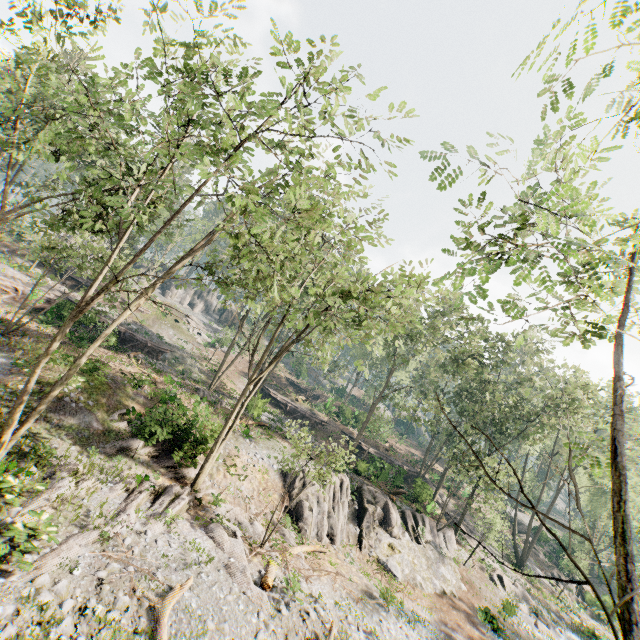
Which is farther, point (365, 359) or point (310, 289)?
point (365, 359)

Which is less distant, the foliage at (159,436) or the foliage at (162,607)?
the foliage at (162,607)

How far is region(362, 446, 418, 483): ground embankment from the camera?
30.4m

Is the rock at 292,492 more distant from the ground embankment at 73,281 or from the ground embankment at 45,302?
the ground embankment at 73,281

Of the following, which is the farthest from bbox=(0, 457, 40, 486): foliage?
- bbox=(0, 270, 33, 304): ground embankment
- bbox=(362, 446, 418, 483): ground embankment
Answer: bbox=(0, 270, 33, 304): ground embankment

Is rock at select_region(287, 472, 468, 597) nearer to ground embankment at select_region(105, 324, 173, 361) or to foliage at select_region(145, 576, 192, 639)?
foliage at select_region(145, 576, 192, 639)

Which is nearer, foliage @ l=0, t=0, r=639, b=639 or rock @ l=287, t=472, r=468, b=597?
foliage @ l=0, t=0, r=639, b=639
